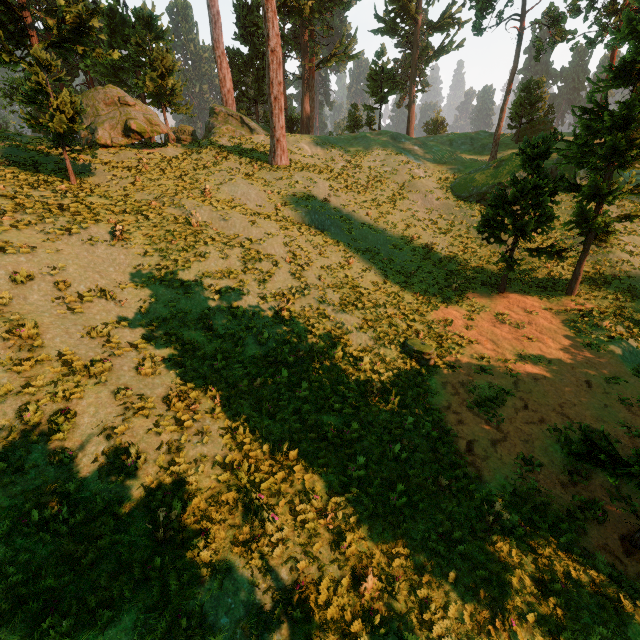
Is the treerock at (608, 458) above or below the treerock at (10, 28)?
below

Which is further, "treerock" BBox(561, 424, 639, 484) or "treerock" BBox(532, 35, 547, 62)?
"treerock" BBox(532, 35, 547, 62)

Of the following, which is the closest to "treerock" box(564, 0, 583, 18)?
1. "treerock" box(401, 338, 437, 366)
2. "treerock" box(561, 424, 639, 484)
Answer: "treerock" box(561, 424, 639, 484)

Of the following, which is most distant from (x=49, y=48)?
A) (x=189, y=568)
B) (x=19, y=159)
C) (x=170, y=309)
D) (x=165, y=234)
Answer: (x=189, y=568)

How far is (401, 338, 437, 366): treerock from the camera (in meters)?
14.47

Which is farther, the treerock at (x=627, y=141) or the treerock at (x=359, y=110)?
the treerock at (x=359, y=110)
